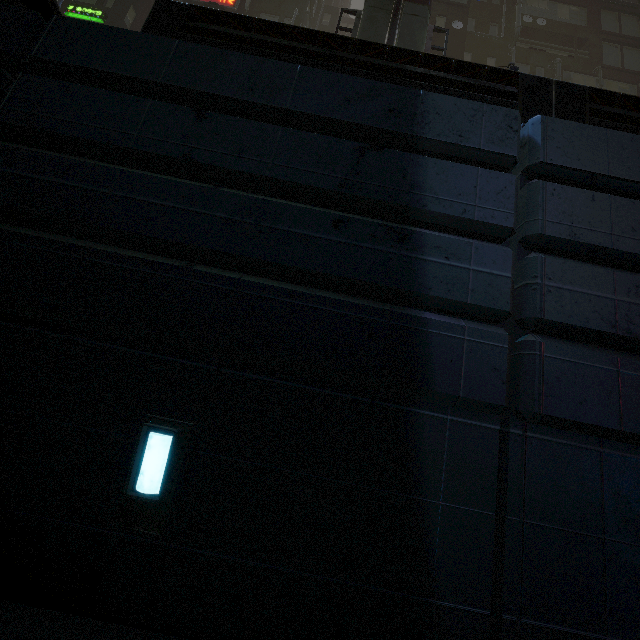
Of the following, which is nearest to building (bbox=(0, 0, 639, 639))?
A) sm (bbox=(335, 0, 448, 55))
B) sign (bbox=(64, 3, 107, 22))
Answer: sign (bbox=(64, 3, 107, 22))

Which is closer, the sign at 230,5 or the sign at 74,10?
the sign at 74,10

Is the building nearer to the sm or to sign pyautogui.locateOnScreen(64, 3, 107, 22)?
sign pyautogui.locateOnScreen(64, 3, 107, 22)

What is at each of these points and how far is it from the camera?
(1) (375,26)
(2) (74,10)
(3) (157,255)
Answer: (1) sm, 10.12m
(2) sign, 16.73m
(3) building, 3.36m

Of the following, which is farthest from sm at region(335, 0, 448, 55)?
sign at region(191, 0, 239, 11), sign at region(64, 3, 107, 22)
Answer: sign at region(64, 3, 107, 22)

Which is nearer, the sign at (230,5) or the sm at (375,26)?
the sm at (375,26)

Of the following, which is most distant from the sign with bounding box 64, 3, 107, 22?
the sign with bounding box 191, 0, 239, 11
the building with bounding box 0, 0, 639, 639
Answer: the sign with bounding box 191, 0, 239, 11
